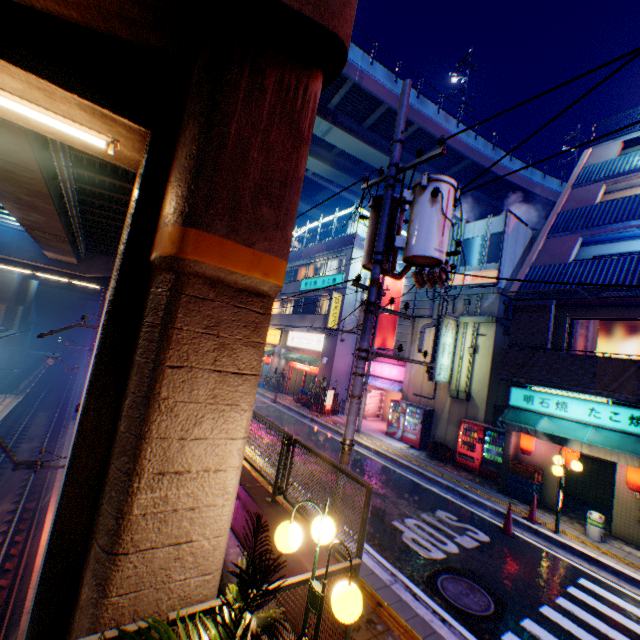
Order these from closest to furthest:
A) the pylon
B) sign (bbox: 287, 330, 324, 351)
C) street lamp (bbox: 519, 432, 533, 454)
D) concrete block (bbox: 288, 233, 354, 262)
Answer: the pylon, street lamp (bbox: 519, 432, 533, 454), concrete block (bbox: 288, 233, 354, 262), sign (bbox: 287, 330, 324, 351)

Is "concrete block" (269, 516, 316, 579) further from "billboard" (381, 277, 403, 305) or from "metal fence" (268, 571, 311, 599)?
"billboard" (381, 277, 403, 305)

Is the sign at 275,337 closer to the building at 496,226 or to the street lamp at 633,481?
the building at 496,226

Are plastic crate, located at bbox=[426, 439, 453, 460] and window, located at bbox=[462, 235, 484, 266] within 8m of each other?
no

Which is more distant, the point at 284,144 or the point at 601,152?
the point at 601,152

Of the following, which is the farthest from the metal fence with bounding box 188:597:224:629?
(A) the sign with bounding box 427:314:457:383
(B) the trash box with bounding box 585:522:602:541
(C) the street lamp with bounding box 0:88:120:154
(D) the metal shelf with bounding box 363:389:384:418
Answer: (D) the metal shelf with bounding box 363:389:384:418

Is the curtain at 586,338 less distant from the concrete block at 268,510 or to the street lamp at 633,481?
the street lamp at 633,481

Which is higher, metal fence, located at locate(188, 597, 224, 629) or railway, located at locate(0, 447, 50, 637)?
metal fence, located at locate(188, 597, 224, 629)
